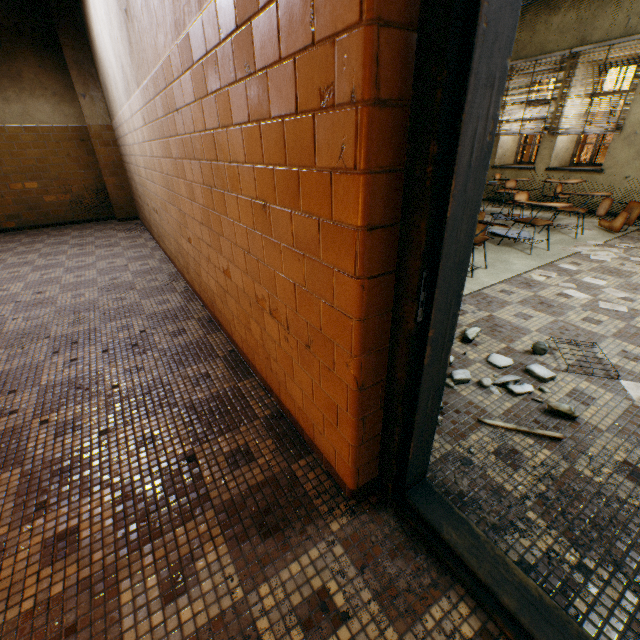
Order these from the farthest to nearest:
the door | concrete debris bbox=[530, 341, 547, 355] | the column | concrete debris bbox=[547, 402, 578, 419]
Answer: the column, concrete debris bbox=[530, 341, 547, 355], concrete debris bbox=[547, 402, 578, 419], the door

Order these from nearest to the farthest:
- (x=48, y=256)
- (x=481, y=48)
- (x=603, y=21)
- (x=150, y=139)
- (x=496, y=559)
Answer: (x=481, y=48), (x=496, y=559), (x=150, y=139), (x=48, y=256), (x=603, y=21)

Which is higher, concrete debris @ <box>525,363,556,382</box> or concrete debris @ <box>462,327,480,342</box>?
concrete debris @ <box>462,327,480,342</box>

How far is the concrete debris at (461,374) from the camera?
2.2m

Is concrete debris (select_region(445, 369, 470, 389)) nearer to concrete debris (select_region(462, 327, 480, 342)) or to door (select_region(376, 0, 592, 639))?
concrete debris (select_region(462, 327, 480, 342))

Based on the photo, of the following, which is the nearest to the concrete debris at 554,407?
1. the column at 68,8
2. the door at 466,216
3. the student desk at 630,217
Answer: the door at 466,216

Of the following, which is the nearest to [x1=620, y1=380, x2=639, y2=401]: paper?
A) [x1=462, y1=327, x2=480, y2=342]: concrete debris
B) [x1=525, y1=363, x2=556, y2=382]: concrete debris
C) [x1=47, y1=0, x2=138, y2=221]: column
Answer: [x1=525, y1=363, x2=556, y2=382]: concrete debris

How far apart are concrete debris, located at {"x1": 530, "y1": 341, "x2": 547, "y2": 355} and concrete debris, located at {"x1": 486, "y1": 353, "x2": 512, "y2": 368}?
0.27m
